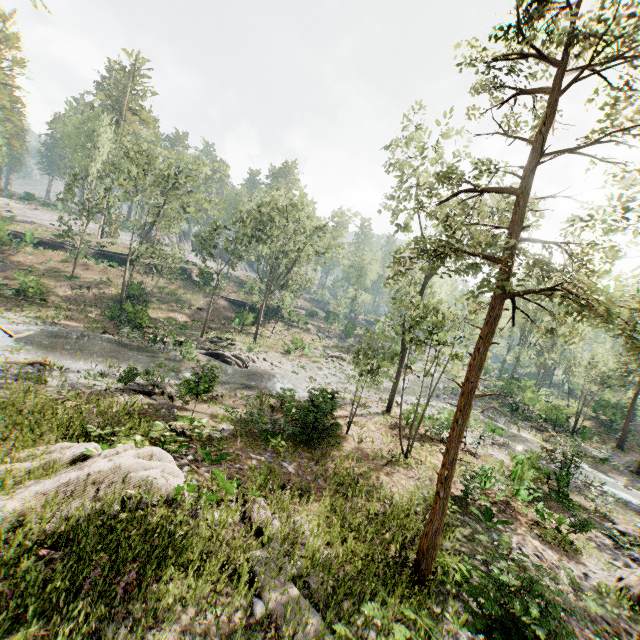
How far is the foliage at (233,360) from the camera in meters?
26.3 m

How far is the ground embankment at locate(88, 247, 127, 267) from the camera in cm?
4747

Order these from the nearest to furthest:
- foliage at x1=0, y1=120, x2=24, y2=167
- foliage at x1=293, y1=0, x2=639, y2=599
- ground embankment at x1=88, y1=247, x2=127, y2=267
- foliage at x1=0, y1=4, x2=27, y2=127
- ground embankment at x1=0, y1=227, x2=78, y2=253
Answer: foliage at x1=293, y1=0, x2=639, y2=599 < ground embankment at x1=0, y1=227, x2=78, y2=253 < foliage at x1=0, y1=120, x2=24, y2=167 < ground embankment at x1=88, y1=247, x2=127, y2=267 < foliage at x1=0, y1=4, x2=27, y2=127

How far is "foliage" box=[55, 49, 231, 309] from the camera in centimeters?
3136cm

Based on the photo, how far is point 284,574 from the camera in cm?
679

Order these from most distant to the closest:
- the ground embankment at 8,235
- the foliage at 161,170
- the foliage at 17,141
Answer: the foliage at 17,141, the ground embankment at 8,235, the foliage at 161,170

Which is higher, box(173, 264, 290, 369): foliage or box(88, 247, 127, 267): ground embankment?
box(88, 247, 127, 267): ground embankment
